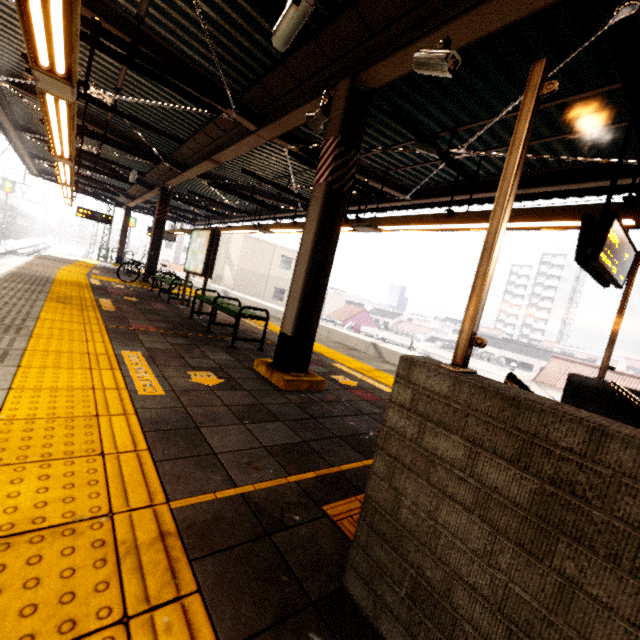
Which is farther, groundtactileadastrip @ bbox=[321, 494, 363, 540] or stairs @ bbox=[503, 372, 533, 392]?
groundtactileadastrip @ bbox=[321, 494, 363, 540]

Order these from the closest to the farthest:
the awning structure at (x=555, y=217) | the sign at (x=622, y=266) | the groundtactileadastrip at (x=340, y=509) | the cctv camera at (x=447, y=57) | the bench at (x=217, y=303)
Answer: the groundtactileadastrip at (x=340, y=509) → the cctv camera at (x=447, y=57) → the sign at (x=622, y=266) → the awning structure at (x=555, y=217) → the bench at (x=217, y=303)

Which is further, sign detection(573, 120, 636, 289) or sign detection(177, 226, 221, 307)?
sign detection(177, 226, 221, 307)

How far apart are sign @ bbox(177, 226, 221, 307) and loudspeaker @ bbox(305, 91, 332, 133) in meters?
3.6 m

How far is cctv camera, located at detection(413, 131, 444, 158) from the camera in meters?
4.4 m

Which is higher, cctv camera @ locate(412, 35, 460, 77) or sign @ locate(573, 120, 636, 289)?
cctv camera @ locate(412, 35, 460, 77)

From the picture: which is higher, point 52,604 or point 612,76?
point 612,76

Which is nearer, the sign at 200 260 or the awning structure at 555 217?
the awning structure at 555 217
